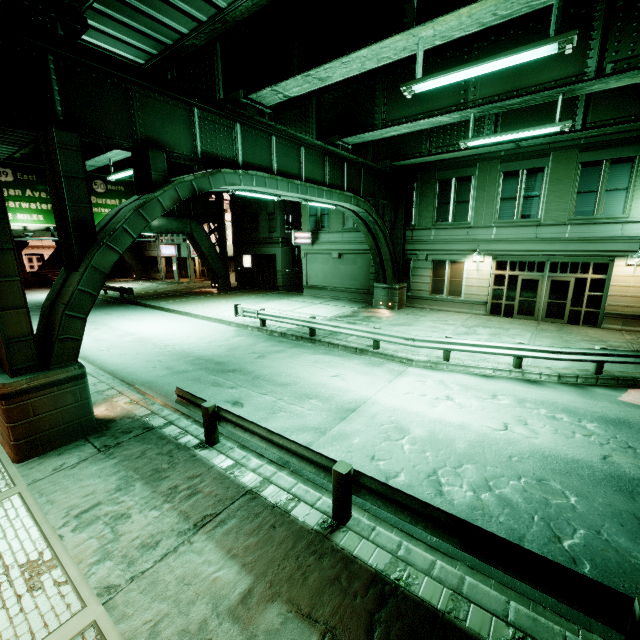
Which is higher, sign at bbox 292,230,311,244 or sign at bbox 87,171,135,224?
sign at bbox 87,171,135,224

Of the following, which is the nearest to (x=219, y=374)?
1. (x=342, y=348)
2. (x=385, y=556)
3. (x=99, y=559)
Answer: (x=342, y=348)

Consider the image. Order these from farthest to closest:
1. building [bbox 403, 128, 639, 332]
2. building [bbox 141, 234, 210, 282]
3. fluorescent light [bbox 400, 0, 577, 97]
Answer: building [bbox 141, 234, 210, 282] < building [bbox 403, 128, 639, 332] < fluorescent light [bbox 400, 0, 577, 97]

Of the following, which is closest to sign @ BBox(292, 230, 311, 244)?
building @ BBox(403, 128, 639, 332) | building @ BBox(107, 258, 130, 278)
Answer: building @ BBox(403, 128, 639, 332)

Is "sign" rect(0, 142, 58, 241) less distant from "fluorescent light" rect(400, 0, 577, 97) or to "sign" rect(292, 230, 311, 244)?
"sign" rect(292, 230, 311, 244)

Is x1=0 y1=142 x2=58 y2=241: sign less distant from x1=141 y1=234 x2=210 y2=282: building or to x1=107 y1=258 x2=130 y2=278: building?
x1=141 y1=234 x2=210 y2=282: building

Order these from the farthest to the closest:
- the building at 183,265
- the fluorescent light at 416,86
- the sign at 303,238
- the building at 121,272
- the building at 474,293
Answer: the building at 121,272
the building at 183,265
the sign at 303,238
the building at 474,293
the fluorescent light at 416,86

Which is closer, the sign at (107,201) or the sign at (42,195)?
the sign at (42,195)
